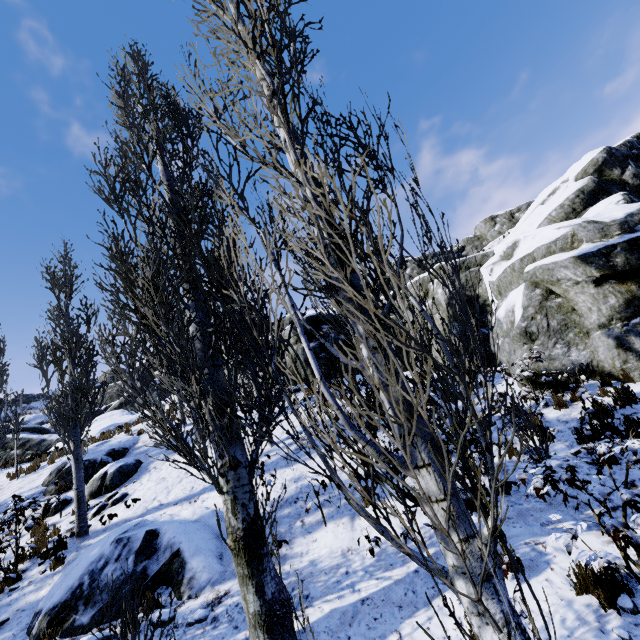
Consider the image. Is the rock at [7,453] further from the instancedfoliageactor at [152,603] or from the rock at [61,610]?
the rock at [61,610]

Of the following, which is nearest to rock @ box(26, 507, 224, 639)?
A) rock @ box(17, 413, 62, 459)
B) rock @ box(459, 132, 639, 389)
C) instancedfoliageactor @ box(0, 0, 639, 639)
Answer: instancedfoliageactor @ box(0, 0, 639, 639)

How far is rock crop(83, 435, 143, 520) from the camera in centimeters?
997cm

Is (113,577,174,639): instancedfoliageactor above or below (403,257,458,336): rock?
below

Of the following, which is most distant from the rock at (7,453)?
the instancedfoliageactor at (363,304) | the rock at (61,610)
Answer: the rock at (61,610)

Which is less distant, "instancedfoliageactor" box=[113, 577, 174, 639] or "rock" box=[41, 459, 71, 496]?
"instancedfoliageactor" box=[113, 577, 174, 639]

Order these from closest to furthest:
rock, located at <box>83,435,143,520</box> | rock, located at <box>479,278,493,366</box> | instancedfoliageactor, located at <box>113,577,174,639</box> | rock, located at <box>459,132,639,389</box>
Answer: instancedfoliageactor, located at <box>113,577,174,639</box>
rock, located at <box>459,132,639,389</box>
rock, located at <box>83,435,143,520</box>
rock, located at <box>479,278,493,366</box>

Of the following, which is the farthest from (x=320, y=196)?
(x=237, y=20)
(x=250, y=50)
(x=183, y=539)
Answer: (x=183, y=539)
